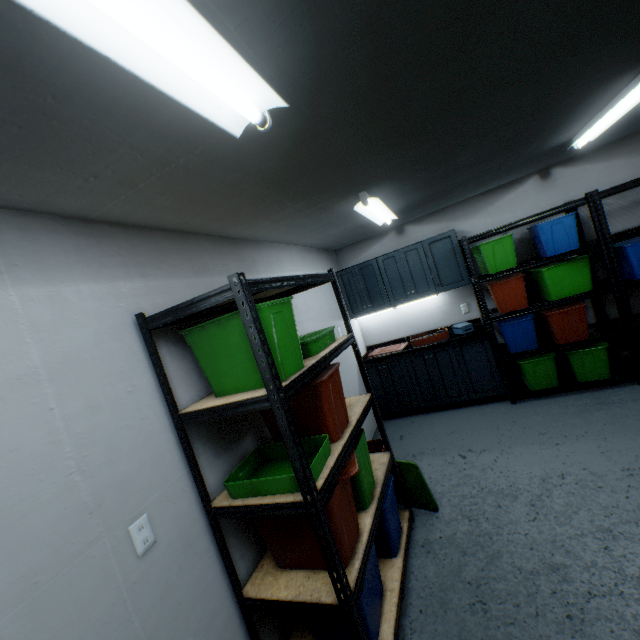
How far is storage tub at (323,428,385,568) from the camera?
1.5 meters

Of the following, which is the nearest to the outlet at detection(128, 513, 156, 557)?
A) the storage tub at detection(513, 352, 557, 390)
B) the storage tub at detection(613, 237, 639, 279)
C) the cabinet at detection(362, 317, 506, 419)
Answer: the cabinet at detection(362, 317, 506, 419)

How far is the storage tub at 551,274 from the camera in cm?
334

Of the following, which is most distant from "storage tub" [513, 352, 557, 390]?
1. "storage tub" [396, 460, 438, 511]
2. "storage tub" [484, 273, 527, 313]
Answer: "storage tub" [396, 460, 438, 511]

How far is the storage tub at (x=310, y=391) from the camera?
1.6m

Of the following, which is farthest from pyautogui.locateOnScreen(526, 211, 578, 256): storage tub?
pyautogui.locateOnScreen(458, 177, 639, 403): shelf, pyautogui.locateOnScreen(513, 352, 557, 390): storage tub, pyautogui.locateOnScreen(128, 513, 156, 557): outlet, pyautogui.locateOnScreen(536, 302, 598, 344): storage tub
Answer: pyautogui.locateOnScreen(128, 513, 156, 557): outlet

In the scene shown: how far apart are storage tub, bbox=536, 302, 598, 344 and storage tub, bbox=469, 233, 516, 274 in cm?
63

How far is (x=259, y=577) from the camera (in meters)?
1.62
